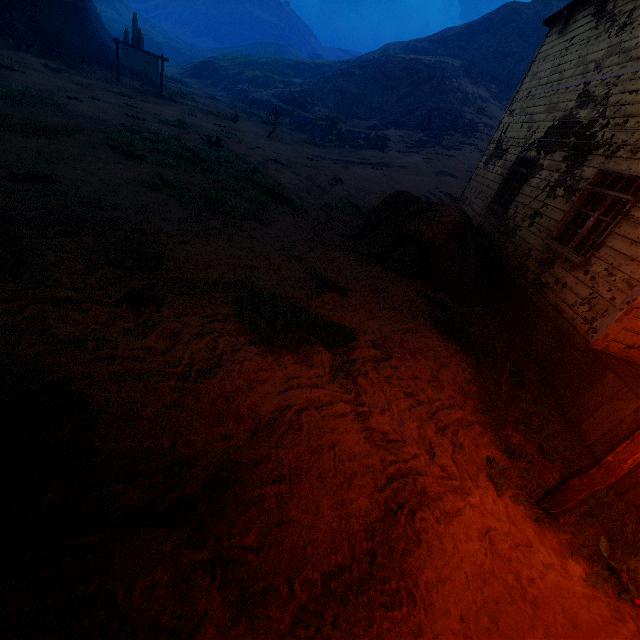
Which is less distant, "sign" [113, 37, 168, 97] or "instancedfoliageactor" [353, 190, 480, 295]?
"instancedfoliageactor" [353, 190, 480, 295]

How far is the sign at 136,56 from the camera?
19.77m

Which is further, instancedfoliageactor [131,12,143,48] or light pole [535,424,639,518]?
instancedfoliageactor [131,12,143,48]

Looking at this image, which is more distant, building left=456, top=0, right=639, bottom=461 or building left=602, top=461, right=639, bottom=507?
building left=456, top=0, right=639, bottom=461

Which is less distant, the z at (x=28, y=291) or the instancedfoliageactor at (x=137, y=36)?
the z at (x=28, y=291)

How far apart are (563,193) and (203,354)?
7.8 meters

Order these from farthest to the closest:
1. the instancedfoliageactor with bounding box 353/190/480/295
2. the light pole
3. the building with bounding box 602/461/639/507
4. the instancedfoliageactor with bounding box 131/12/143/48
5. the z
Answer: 1. the instancedfoliageactor with bounding box 131/12/143/48
2. the instancedfoliageactor with bounding box 353/190/480/295
3. the building with bounding box 602/461/639/507
4. the light pole
5. the z

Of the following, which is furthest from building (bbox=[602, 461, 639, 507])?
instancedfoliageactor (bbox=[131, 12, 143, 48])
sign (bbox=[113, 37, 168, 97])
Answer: instancedfoliageactor (bbox=[131, 12, 143, 48])
